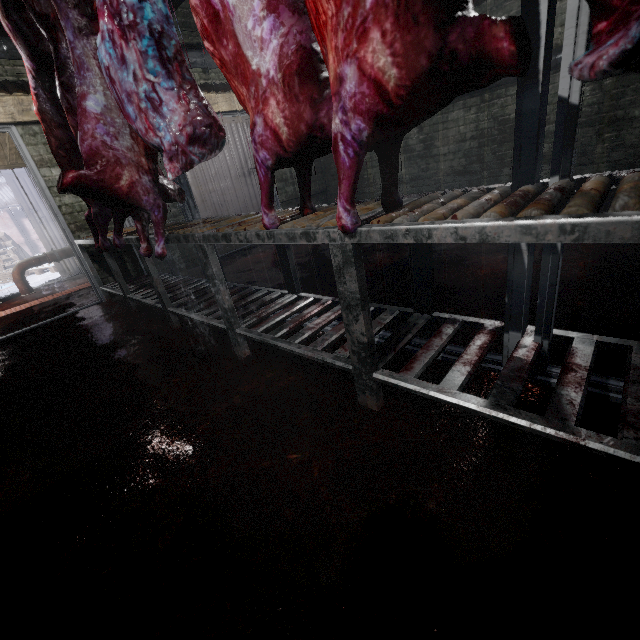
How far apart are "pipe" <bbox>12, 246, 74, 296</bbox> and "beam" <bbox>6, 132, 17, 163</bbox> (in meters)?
1.50

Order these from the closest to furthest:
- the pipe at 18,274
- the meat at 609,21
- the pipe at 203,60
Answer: the meat at 609,21, the pipe at 203,60, the pipe at 18,274

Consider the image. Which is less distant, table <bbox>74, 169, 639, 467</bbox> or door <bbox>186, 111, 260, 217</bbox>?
table <bbox>74, 169, 639, 467</bbox>

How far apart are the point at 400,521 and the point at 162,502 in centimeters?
86cm

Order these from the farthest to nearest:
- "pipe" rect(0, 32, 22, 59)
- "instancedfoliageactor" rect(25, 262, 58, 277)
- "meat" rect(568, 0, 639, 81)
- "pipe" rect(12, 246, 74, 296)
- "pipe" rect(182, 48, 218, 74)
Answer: "instancedfoliageactor" rect(25, 262, 58, 277) < "pipe" rect(12, 246, 74, 296) < "pipe" rect(182, 48, 218, 74) < "pipe" rect(0, 32, 22, 59) < "meat" rect(568, 0, 639, 81)

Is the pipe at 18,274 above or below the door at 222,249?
above

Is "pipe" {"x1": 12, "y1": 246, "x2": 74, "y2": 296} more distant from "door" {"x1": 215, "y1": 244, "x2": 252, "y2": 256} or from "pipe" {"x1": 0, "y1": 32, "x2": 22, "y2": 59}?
"pipe" {"x1": 0, "y1": 32, "x2": 22, "y2": 59}

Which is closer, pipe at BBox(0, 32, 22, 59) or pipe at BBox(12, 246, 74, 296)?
pipe at BBox(0, 32, 22, 59)
